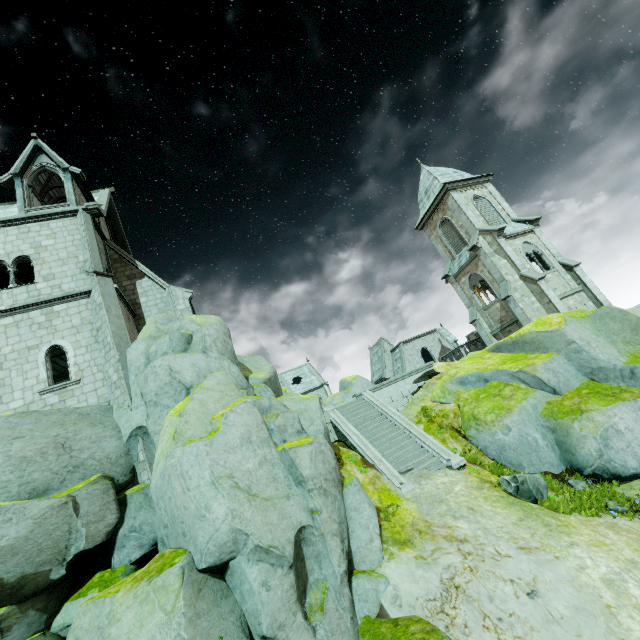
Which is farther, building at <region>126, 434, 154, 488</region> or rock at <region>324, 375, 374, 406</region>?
Result: rock at <region>324, 375, 374, 406</region>

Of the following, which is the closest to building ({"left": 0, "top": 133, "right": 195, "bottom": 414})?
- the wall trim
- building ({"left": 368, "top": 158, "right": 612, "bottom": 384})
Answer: the wall trim

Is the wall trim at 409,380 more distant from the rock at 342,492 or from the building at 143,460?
the building at 143,460

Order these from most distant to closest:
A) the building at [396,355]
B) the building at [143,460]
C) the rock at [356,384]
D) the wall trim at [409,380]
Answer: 1. the rock at [356,384]
2. the building at [396,355]
3. the wall trim at [409,380]
4. the building at [143,460]

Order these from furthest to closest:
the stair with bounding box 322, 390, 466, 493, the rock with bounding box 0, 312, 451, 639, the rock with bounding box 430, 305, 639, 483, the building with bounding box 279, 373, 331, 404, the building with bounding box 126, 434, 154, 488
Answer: the building with bounding box 279, 373, 331, 404 → the stair with bounding box 322, 390, 466, 493 → the rock with bounding box 430, 305, 639, 483 → the building with bounding box 126, 434, 154, 488 → the rock with bounding box 0, 312, 451, 639

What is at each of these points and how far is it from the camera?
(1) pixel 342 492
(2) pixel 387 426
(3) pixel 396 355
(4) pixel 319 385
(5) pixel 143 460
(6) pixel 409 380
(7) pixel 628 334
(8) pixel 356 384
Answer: (1) rock, 10.11m
(2) stair, 16.69m
(3) building, 45.34m
(4) building, 56.69m
(5) building, 11.85m
(6) wall trim, 21.08m
(7) rock, 15.32m
(8) rock, 29.28m

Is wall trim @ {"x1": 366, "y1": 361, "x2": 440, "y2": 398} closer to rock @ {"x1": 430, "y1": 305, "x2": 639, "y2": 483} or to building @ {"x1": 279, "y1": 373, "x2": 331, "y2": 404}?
rock @ {"x1": 430, "y1": 305, "x2": 639, "y2": 483}

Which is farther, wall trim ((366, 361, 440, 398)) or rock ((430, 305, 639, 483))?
wall trim ((366, 361, 440, 398))
